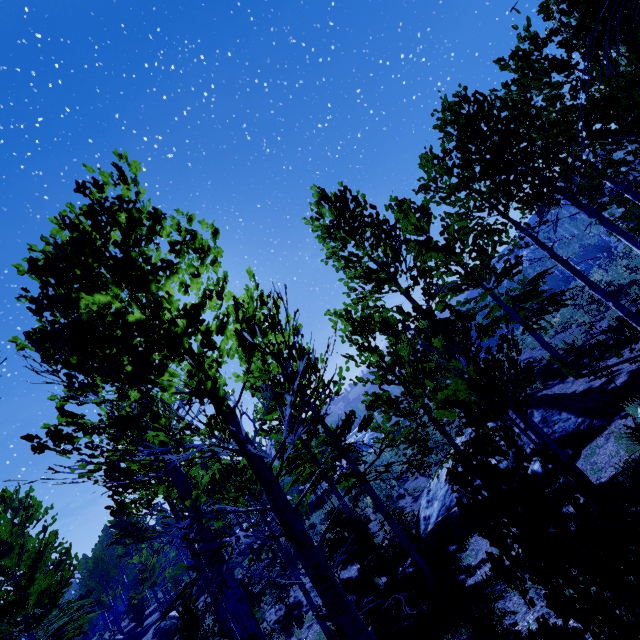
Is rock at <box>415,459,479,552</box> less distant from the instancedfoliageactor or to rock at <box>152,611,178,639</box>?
the instancedfoliageactor

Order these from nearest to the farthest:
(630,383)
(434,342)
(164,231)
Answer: (164,231) < (434,342) < (630,383)

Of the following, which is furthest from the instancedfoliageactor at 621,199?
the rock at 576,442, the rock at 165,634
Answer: the rock at 165,634

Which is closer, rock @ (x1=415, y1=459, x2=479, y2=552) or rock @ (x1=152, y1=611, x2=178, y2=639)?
rock @ (x1=415, y1=459, x2=479, y2=552)

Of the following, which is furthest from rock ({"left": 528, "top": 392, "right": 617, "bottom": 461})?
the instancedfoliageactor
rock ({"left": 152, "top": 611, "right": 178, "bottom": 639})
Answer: rock ({"left": 152, "top": 611, "right": 178, "bottom": 639})

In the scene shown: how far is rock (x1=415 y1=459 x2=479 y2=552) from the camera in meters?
9.8
